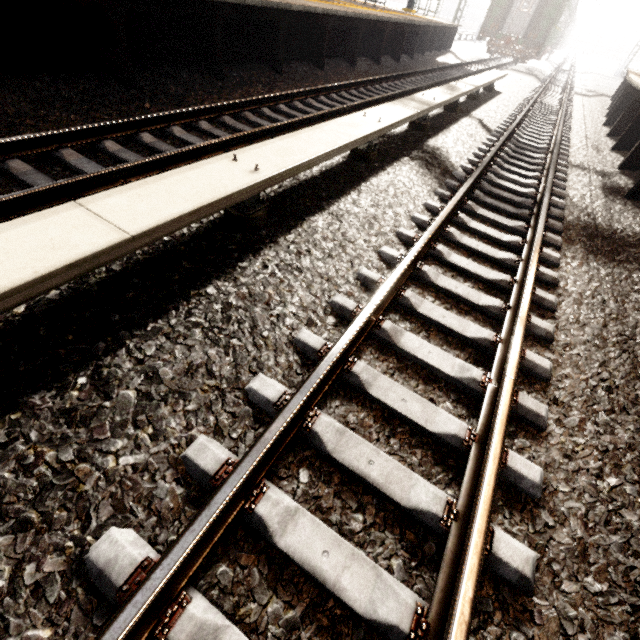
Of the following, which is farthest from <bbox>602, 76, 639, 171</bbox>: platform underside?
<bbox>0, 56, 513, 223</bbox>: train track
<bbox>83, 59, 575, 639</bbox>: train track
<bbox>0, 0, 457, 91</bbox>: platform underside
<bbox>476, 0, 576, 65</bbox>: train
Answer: A: <bbox>476, 0, 576, 65</bbox>: train

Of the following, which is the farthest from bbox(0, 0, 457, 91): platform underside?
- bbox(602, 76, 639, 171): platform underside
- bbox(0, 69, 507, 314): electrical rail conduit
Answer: bbox(602, 76, 639, 171): platform underside

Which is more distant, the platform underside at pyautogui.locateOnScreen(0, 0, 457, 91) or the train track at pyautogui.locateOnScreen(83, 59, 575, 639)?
the platform underside at pyautogui.locateOnScreen(0, 0, 457, 91)

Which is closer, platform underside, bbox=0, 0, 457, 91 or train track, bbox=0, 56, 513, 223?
train track, bbox=0, 56, 513, 223

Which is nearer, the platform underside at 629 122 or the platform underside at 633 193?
the platform underside at 633 193

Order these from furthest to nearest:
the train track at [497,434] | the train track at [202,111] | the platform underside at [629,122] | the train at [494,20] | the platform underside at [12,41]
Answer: the train at [494,20] < the platform underside at [629,122] < the platform underside at [12,41] < the train track at [202,111] < the train track at [497,434]

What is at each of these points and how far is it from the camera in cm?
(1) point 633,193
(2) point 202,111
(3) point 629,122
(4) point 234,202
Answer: (1) platform underside, 564
(2) train track, 494
(3) platform underside, 922
(4) electrical rail conduit, 239

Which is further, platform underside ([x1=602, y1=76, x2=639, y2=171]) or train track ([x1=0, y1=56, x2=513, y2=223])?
platform underside ([x1=602, y1=76, x2=639, y2=171])
